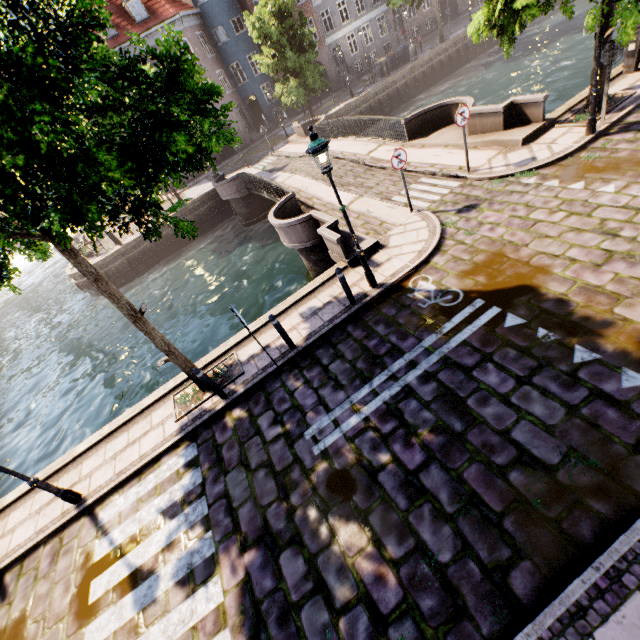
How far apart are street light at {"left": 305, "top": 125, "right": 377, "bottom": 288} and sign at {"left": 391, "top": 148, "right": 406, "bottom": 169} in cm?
318

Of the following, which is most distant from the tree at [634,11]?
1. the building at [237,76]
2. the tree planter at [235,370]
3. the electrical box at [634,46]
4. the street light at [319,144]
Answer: the building at [237,76]

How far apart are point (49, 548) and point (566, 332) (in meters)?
10.94

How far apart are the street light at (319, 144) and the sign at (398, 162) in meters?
3.2

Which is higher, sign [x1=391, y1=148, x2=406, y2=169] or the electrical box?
sign [x1=391, y1=148, x2=406, y2=169]

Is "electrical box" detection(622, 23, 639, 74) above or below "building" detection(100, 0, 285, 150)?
below

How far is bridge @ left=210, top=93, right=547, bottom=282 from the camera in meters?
10.2 m

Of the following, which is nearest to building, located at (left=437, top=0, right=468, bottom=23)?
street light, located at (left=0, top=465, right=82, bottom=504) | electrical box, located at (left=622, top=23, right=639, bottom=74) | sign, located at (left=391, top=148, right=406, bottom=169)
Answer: sign, located at (left=391, top=148, right=406, bottom=169)
